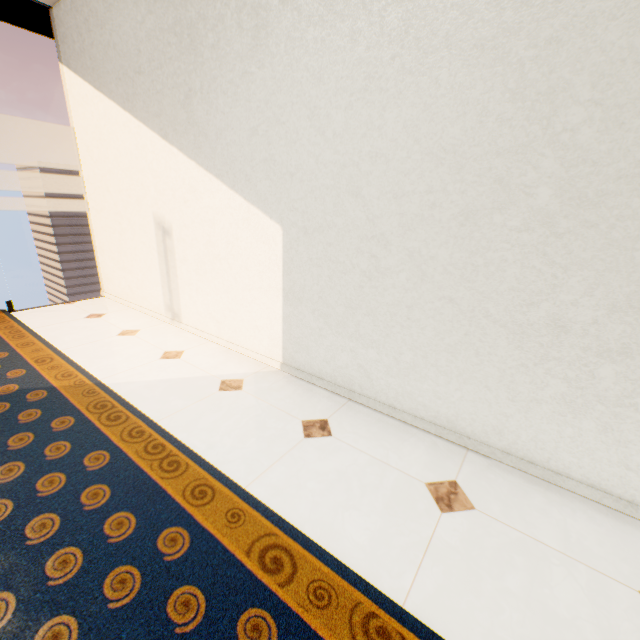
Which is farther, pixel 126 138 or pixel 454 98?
pixel 126 138
